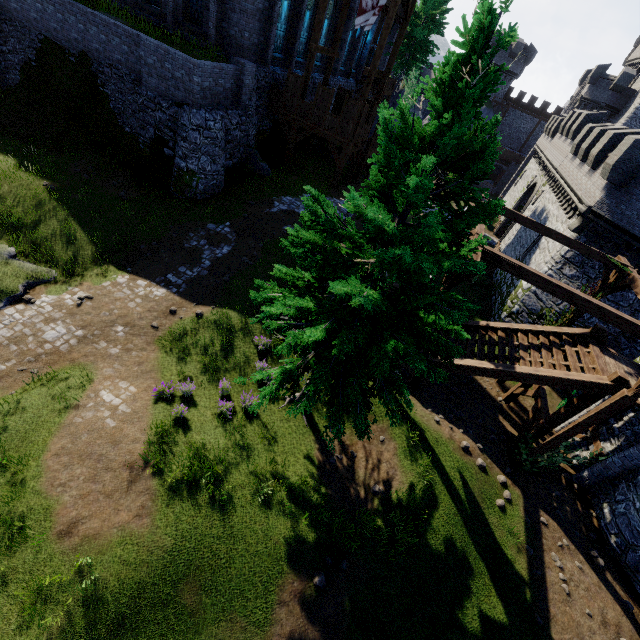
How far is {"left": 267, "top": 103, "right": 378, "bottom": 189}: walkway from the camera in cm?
2042

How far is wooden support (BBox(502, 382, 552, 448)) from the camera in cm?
1262

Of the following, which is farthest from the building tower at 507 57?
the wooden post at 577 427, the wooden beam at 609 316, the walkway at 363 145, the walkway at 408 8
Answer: the wooden post at 577 427

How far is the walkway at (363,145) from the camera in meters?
20.4 m

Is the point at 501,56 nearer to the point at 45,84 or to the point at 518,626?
the point at 45,84

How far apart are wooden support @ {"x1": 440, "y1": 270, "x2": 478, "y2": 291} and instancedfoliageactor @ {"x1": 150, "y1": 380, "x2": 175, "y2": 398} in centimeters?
926cm

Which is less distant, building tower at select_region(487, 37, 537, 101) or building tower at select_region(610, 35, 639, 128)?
building tower at select_region(610, 35, 639, 128)

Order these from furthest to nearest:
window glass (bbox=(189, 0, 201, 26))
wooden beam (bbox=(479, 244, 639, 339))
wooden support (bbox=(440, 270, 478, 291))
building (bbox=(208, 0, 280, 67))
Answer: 1. window glass (bbox=(189, 0, 201, 26))
2. building (bbox=(208, 0, 280, 67))
3. wooden support (bbox=(440, 270, 478, 291))
4. wooden beam (bbox=(479, 244, 639, 339))
